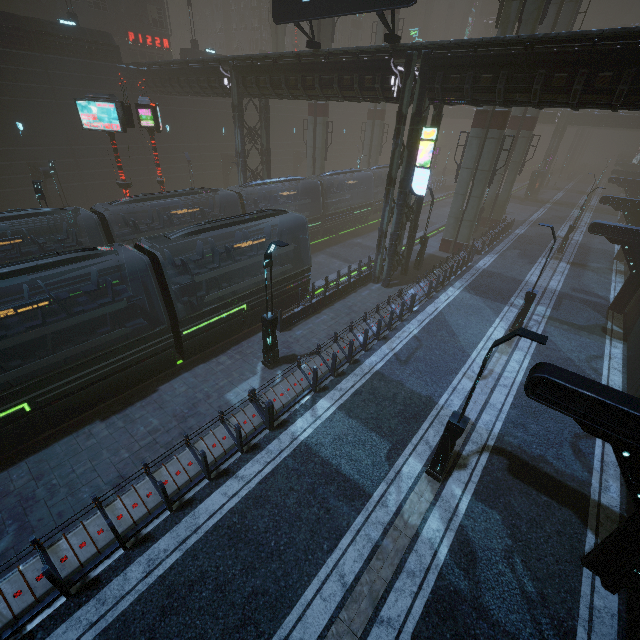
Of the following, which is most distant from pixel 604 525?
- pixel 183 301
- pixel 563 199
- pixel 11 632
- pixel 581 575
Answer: pixel 563 199

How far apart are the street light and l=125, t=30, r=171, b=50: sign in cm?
4156

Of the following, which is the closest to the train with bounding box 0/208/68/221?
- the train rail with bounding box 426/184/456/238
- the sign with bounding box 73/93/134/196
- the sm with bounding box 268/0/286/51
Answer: the train rail with bounding box 426/184/456/238

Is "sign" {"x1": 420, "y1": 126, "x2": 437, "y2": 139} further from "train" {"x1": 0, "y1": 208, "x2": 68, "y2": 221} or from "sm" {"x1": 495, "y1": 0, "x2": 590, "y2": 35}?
"train" {"x1": 0, "y1": 208, "x2": 68, "y2": 221}

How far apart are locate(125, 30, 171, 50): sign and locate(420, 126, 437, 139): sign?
38.4m

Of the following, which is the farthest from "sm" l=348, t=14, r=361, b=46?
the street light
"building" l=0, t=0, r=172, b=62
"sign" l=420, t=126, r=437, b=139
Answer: the street light

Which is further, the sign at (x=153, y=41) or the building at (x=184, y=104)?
the sign at (x=153, y=41)

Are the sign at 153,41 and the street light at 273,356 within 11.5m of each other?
no
